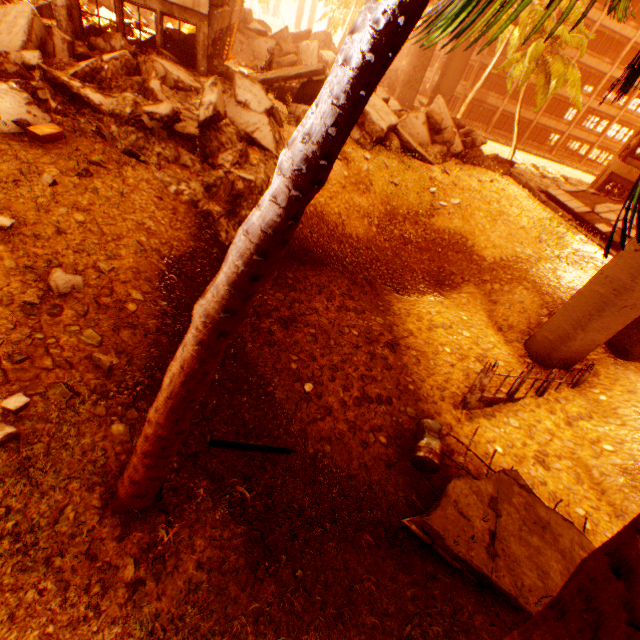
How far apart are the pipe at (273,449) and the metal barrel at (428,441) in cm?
207

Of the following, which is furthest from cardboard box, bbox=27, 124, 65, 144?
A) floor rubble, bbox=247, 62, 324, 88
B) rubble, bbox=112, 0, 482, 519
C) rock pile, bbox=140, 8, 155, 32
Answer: rock pile, bbox=140, 8, 155, 32

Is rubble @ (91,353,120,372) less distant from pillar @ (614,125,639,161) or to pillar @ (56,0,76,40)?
pillar @ (56,0,76,40)

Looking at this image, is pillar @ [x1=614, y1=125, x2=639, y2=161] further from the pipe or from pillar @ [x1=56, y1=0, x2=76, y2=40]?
the pipe

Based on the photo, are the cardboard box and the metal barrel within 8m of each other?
no

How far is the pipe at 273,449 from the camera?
5.43m

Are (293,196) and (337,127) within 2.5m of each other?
yes

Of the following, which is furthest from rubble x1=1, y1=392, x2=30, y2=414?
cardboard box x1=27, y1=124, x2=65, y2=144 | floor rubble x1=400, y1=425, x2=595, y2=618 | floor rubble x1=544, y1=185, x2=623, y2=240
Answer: floor rubble x1=544, y1=185, x2=623, y2=240
